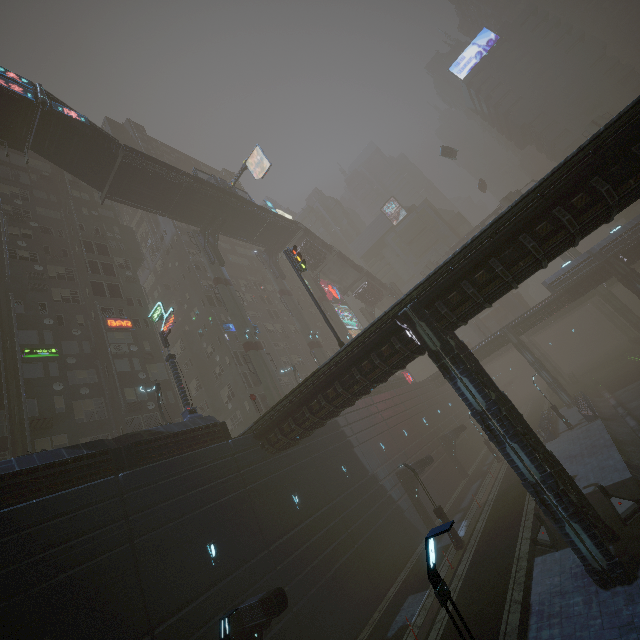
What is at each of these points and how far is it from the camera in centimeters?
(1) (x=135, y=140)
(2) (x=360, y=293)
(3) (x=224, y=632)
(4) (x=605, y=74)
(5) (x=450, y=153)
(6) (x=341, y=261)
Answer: (1) building, 5559cm
(2) bridge, 5694cm
(3) street light, 938cm
(4) building, 5809cm
(5) car, 5503cm
(6) stairs, 5359cm

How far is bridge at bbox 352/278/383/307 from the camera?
56.7 meters

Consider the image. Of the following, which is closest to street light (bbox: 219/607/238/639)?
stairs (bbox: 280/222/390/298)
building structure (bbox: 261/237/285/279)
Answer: building structure (bbox: 261/237/285/279)

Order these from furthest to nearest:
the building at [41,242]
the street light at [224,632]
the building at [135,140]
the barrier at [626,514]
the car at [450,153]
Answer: the building at [135,140] < the car at [450,153] < the building at [41,242] < the barrier at [626,514] < the street light at [224,632]

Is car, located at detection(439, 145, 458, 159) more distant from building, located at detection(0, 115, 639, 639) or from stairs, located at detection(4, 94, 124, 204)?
building, located at detection(0, 115, 639, 639)

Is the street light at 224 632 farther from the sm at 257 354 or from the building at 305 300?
the sm at 257 354

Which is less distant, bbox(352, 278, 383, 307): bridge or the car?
the car

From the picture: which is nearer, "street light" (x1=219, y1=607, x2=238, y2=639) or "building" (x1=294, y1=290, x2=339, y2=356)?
"street light" (x1=219, y1=607, x2=238, y2=639)
